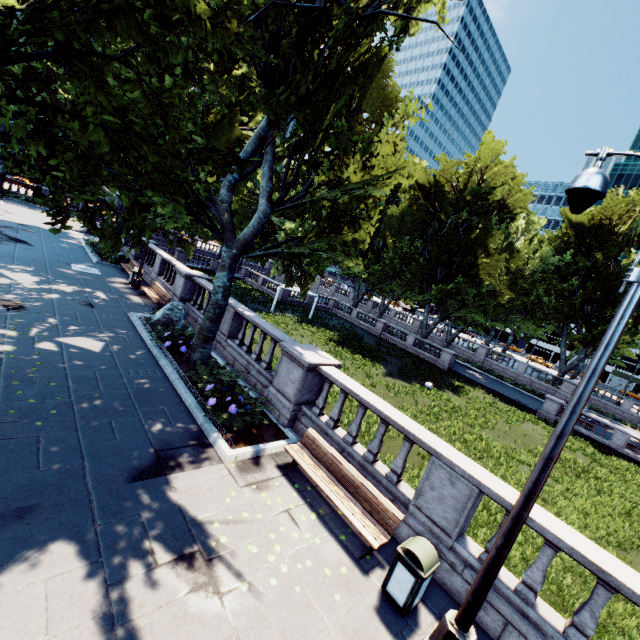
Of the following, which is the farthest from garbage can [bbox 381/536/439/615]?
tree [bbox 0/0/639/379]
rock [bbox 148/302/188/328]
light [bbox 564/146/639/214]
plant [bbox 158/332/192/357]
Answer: rock [bbox 148/302/188/328]

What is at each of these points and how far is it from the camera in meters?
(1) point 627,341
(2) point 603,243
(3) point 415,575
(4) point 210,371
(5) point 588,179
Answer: (1) tree, 47.3
(2) tree, 35.0
(3) garbage can, 5.1
(4) bush, 10.6
(5) light, 4.1

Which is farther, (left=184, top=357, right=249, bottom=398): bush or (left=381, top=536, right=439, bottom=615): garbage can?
(left=184, top=357, right=249, bottom=398): bush

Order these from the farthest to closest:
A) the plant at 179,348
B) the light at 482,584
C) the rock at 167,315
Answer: the rock at 167,315
the plant at 179,348
the light at 482,584

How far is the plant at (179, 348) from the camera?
11.3 meters

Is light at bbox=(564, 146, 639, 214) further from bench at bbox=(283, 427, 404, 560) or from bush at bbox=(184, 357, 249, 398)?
bush at bbox=(184, 357, 249, 398)

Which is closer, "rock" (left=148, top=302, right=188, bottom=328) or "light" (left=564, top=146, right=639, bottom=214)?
"light" (left=564, top=146, right=639, bottom=214)

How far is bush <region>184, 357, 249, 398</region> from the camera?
9.5 meters
